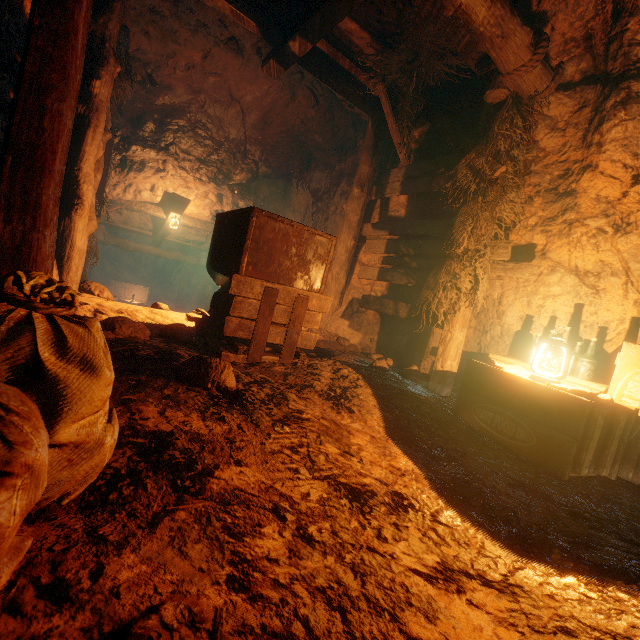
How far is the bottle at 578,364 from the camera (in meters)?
3.01

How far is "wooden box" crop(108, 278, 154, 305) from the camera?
17.7m

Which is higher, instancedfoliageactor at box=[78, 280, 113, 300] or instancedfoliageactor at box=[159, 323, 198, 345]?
instancedfoliageactor at box=[78, 280, 113, 300]

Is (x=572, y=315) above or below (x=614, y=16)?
below

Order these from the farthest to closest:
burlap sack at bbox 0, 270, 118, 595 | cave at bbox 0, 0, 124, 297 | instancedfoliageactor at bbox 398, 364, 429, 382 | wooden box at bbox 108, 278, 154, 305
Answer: wooden box at bbox 108, 278, 154, 305 → instancedfoliageactor at bbox 398, 364, 429, 382 → cave at bbox 0, 0, 124, 297 → burlap sack at bbox 0, 270, 118, 595

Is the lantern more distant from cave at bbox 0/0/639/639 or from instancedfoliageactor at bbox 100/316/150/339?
instancedfoliageactor at bbox 100/316/150/339

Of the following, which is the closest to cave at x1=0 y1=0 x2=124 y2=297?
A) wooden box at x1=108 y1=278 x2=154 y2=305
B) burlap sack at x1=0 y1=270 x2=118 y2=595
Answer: burlap sack at x1=0 y1=270 x2=118 y2=595

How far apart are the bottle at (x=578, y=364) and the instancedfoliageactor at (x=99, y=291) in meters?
5.3
